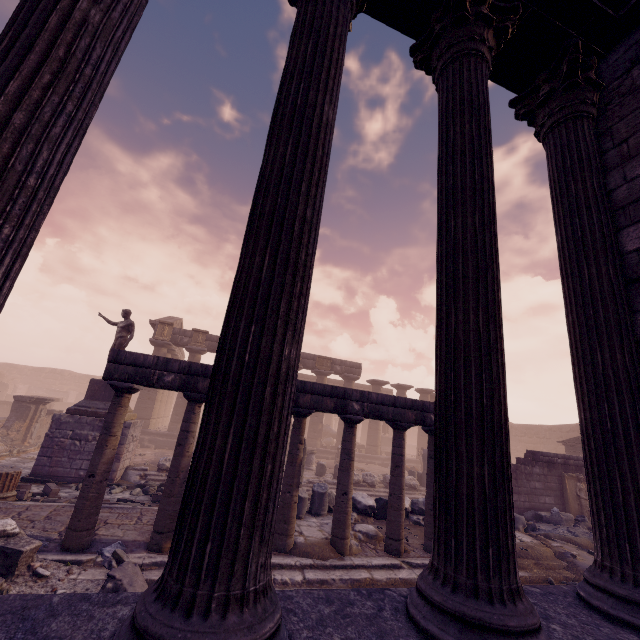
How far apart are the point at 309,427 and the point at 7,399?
28.3 meters

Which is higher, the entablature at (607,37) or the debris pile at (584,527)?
the entablature at (607,37)

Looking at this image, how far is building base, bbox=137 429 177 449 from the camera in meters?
18.6 m

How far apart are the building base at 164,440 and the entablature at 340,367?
5.29m

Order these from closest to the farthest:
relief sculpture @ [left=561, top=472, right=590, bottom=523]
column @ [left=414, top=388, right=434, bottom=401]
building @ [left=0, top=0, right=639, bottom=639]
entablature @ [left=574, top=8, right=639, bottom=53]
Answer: building @ [left=0, top=0, right=639, bottom=639]
entablature @ [left=574, top=8, right=639, bottom=53]
relief sculpture @ [left=561, top=472, right=590, bottom=523]
column @ [left=414, top=388, right=434, bottom=401]

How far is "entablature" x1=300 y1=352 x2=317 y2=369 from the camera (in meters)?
23.33

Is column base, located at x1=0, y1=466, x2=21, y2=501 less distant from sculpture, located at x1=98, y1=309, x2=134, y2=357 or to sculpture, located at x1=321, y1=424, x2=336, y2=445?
sculpture, located at x1=98, y1=309, x2=134, y2=357

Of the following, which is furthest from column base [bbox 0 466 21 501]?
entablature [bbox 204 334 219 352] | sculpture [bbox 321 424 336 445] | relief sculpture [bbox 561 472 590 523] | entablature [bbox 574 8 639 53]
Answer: sculpture [bbox 321 424 336 445]
